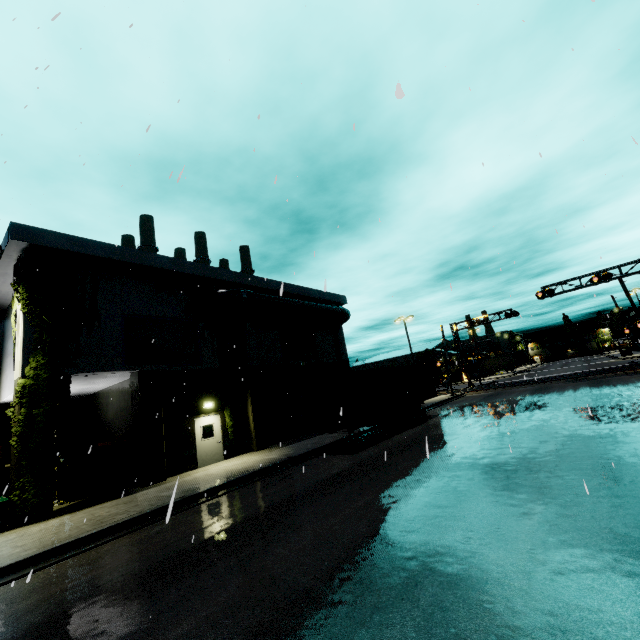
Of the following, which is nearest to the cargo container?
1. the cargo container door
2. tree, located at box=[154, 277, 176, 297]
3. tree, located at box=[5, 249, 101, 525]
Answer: the cargo container door

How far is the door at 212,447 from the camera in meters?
16.2

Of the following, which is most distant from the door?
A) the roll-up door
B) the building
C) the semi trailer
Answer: the roll-up door

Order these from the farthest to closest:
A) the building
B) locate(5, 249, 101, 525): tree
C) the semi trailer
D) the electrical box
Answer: the electrical box → the semi trailer → the building → locate(5, 249, 101, 525): tree

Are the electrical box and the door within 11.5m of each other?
yes

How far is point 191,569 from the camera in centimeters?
609cm

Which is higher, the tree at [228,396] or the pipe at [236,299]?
the pipe at [236,299]

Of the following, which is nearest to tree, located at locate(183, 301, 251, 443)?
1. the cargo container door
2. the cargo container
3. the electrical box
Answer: the cargo container
